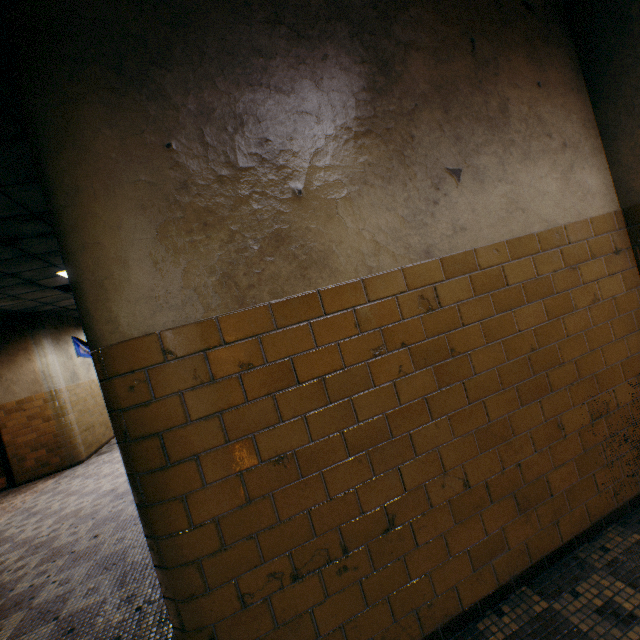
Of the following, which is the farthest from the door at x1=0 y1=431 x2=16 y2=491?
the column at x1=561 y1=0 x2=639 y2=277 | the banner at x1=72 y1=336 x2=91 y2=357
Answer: the column at x1=561 y1=0 x2=639 y2=277

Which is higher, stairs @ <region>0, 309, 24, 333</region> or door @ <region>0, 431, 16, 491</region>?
stairs @ <region>0, 309, 24, 333</region>

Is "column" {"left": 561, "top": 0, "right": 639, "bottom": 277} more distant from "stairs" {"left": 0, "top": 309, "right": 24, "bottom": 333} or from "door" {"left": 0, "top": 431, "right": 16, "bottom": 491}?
"door" {"left": 0, "top": 431, "right": 16, "bottom": 491}

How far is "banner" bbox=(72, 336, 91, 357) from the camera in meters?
9.4 m

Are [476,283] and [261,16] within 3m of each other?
yes

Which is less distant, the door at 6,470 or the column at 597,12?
the column at 597,12

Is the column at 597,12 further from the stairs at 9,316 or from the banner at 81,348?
the banner at 81,348
